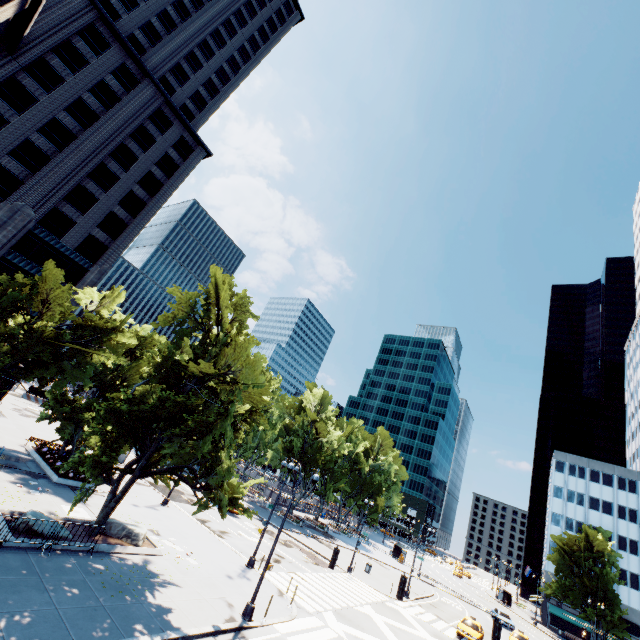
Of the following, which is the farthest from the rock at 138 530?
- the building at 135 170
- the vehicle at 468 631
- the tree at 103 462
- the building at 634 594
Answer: the building at 634 594

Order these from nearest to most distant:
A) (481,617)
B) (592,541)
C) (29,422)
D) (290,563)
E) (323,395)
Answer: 1. (290,563)
2. (29,422)
3. (481,617)
4. (592,541)
5. (323,395)

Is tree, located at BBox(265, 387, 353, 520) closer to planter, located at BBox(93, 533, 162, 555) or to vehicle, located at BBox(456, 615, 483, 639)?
planter, located at BBox(93, 533, 162, 555)

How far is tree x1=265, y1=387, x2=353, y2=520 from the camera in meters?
50.8

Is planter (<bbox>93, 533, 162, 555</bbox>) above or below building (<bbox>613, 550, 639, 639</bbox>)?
below

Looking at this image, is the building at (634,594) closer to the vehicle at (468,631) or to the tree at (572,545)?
the tree at (572,545)

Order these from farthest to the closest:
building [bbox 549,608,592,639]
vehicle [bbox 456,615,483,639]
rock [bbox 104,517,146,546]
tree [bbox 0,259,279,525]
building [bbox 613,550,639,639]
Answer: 1. building [bbox 549,608,592,639]
2. building [bbox 613,550,639,639]
3. vehicle [bbox 456,615,483,639]
4. rock [bbox 104,517,146,546]
5. tree [bbox 0,259,279,525]

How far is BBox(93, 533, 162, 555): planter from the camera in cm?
1571
